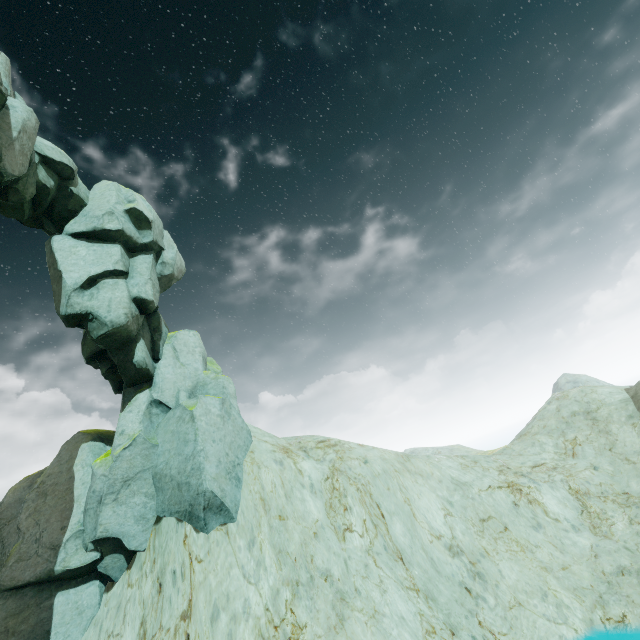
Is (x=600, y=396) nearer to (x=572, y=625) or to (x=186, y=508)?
(x=572, y=625)
